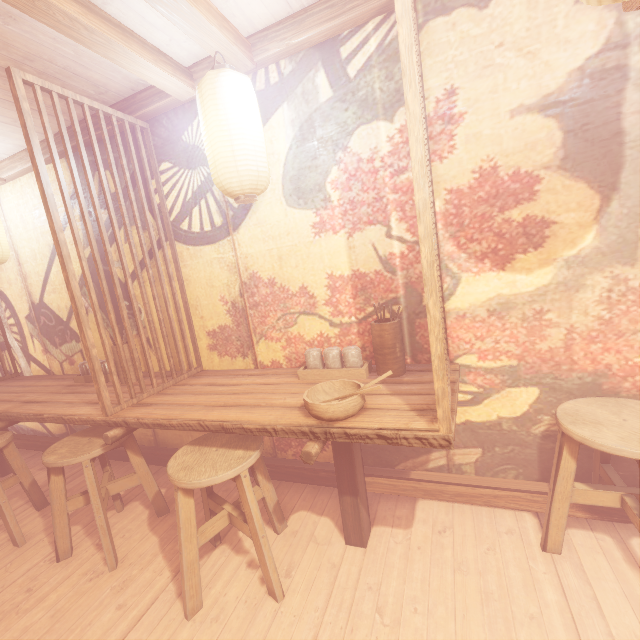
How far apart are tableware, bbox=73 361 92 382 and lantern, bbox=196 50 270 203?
3.53m

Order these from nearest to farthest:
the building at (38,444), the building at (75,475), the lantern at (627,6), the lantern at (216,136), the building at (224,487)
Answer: the lantern at (627,6) → the lantern at (216,136) → the building at (224,487) → the building at (75,475) → the building at (38,444)

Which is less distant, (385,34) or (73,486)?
(385,34)

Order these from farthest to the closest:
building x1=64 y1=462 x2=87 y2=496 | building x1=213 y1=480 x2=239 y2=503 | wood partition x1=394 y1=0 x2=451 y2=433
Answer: building x1=64 y1=462 x2=87 y2=496, building x1=213 y1=480 x2=239 y2=503, wood partition x1=394 y1=0 x2=451 y2=433

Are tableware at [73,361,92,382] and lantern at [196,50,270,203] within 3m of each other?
no

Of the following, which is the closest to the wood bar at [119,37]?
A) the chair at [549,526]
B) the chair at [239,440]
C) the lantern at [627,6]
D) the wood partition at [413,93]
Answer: the wood partition at [413,93]

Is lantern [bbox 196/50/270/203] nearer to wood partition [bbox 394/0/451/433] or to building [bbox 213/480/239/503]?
building [bbox 213/480/239/503]

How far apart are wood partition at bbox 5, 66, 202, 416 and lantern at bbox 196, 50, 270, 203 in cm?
134
